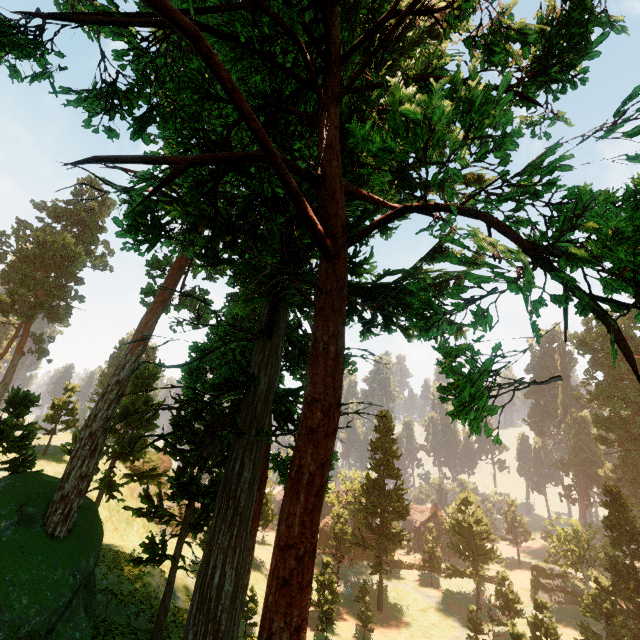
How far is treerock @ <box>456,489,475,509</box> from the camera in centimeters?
4572cm

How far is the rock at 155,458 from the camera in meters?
44.1 m

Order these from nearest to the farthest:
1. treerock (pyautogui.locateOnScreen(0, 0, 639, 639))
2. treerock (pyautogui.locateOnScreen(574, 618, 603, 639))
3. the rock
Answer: treerock (pyautogui.locateOnScreen(0, 0, 639, 639)) → treerock (pyautogui.locateOnScreen(574, 618, 603, 639)) → the rock

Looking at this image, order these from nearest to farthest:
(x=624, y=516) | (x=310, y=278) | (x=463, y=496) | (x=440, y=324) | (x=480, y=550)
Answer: (x=440, y=324) → (x=310, y=278) → (x=624, y=516) → (x=480, y=550) → (x=463, y=496)

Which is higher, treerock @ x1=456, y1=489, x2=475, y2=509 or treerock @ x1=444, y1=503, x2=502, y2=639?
treerock @ x1=456, y1=489, x2=475, y2=509

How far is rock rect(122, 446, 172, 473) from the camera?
44.1m

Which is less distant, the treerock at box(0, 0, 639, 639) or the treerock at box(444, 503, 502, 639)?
the treerock at box(0, 0, 639, 639)

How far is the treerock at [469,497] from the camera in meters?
45.7 m
